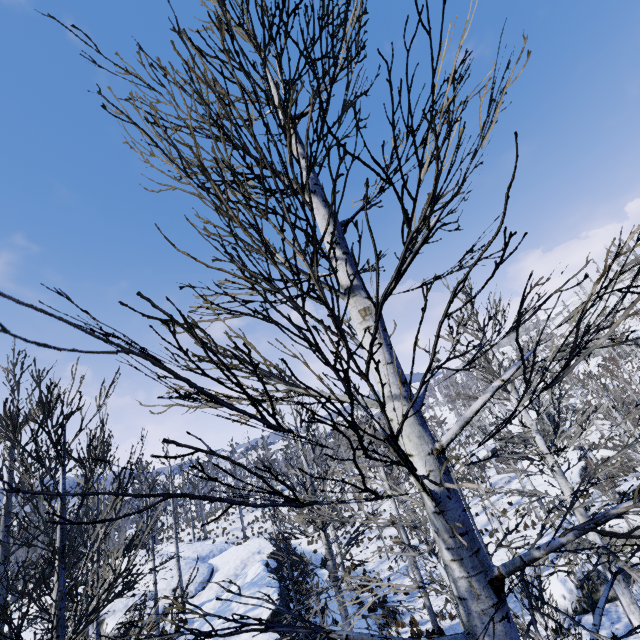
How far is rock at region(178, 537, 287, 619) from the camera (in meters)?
14.40

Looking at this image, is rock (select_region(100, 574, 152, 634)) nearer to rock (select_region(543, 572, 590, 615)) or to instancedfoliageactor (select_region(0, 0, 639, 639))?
instancedfoliageactor (select_region(0, 0, 639, 639))

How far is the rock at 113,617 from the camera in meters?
17.2 m

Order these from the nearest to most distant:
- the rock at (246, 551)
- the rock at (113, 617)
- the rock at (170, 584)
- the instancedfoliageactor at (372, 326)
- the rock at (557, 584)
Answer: the instancedfoliageactor at (372, 326)
the rock at (557, 584)
the rock at (246, 551)
the rock at (113, 617)
the rock at (170, 584)

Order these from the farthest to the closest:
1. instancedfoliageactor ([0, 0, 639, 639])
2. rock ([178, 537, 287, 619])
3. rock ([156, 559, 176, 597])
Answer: rock ([156, 559, 176, 597])
rock ([178, 537, 287, 619])
instancedfoliageactor ([0, 0, 639, 639])

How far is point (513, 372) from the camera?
1.78m
